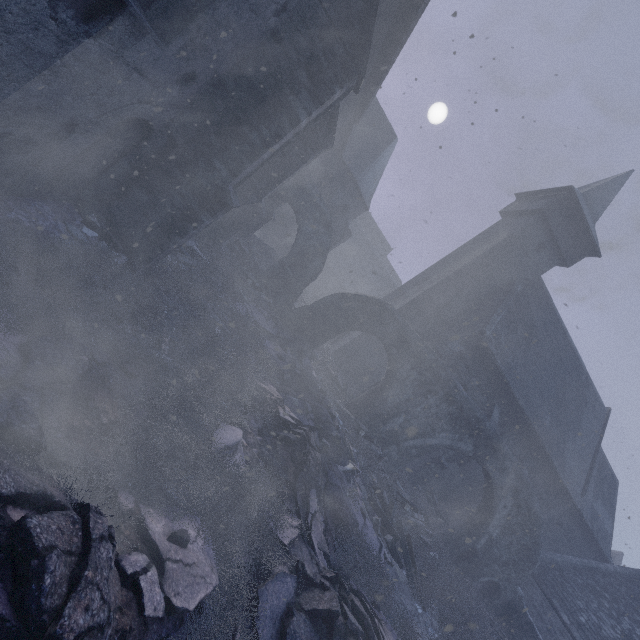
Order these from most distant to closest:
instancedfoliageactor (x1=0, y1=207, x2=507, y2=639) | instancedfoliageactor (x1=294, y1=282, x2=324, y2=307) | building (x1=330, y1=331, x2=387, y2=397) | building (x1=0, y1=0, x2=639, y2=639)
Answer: instancedfoliageactor (x1=294, y1=282, x2=324, y2=307) → building (x1=330, y1=331, x2=387, y2=397) → building (x1=0, y1=0, x2=639, y2=639) → instancedfoliageactor (x1=0, y1=207, x2=507, y2=639)

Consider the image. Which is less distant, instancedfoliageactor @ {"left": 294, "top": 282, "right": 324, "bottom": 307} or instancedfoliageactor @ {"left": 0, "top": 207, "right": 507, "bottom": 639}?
instancedfoliageactor @ {"left": 0, "top": 207, "right": 507, "bottom": 639}

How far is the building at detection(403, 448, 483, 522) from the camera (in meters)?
16.47

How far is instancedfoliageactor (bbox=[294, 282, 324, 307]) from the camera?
19.5m

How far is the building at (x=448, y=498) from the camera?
16.47m

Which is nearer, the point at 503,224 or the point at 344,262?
the point at 503,224
